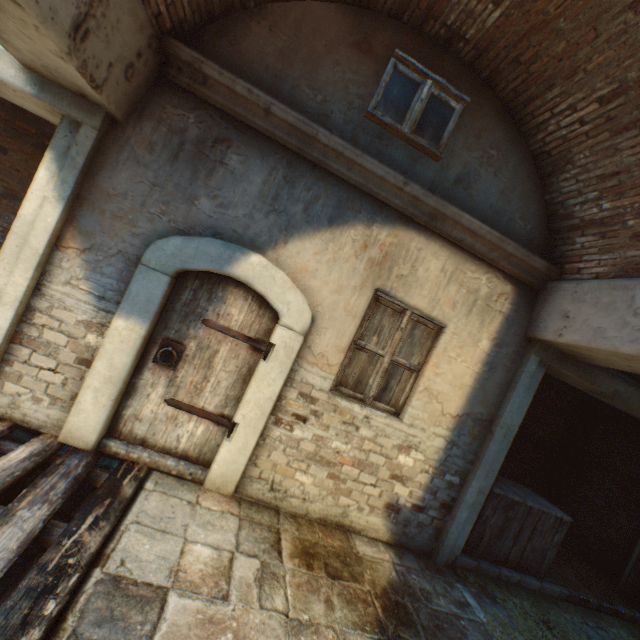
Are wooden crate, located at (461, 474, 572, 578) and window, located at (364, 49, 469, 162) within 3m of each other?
no

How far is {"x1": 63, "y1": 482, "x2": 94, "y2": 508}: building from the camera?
3.22m

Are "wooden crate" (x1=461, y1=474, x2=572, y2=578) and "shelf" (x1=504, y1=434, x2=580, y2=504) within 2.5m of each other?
yes

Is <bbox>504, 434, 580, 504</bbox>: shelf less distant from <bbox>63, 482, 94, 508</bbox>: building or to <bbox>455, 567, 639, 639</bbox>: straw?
<bbox>455, 567, 639, 639</bbox>: straw

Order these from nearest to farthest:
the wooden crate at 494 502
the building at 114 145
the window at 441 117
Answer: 1. the building at 114 145
2. the window at 441 117
3. the wooden crate at 494 502

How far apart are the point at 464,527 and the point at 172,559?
3.6 meters

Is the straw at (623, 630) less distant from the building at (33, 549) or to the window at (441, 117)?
the building at (33, 549)

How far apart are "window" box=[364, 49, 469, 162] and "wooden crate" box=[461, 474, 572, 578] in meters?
4.3 m
